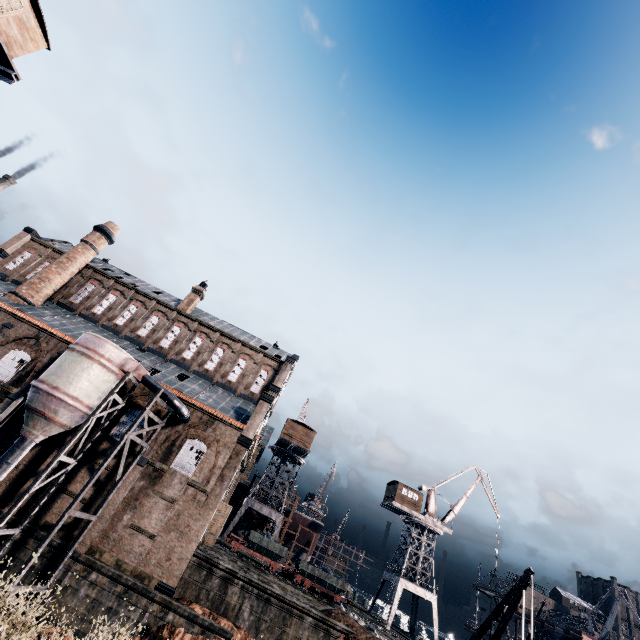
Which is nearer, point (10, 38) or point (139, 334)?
point (10, 38)

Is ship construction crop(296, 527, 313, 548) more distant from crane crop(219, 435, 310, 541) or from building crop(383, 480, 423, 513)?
building crop(383, 480, 423, 513)

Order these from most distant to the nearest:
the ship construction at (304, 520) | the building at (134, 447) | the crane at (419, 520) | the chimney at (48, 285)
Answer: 1. the ship construction at (304, 520)
2. the crane at (419, 520)
3. the chimney at (48, 285)
4. the building at (134, 447)

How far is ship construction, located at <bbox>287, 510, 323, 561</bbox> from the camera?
54.9m

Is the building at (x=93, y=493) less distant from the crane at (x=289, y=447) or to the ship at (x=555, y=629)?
the crane at (x=289, y=447)

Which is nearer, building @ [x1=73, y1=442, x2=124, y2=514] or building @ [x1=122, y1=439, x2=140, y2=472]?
building @ [x1=73, y1=442, x2=124, y2=514]

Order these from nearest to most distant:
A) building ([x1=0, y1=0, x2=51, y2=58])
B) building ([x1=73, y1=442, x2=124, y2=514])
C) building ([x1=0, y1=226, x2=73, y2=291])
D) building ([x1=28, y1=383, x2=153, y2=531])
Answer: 1. building ([x1=0, y1=0, x2=51, y2=58])
2. building ([x1=28, y1=383, x2=153, y2=531])
3. building ([x1=73, y1=442, x2=124, y2=514])
4. building ([x1=0, y1=226, x2=73, y2=291])
